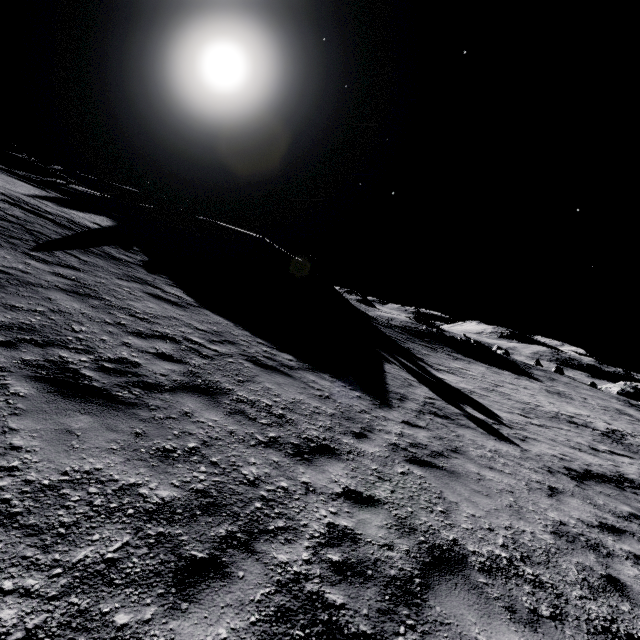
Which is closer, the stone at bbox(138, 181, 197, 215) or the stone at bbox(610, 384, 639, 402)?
the stone at bbox(138, 181, 197, 215)

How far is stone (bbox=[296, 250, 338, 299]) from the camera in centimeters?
3272cm

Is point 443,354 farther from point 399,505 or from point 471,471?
point 399,505

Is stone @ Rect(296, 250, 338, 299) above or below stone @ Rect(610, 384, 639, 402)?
above

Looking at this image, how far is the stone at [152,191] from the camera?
34.3m

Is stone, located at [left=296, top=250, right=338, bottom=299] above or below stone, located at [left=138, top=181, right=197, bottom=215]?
below

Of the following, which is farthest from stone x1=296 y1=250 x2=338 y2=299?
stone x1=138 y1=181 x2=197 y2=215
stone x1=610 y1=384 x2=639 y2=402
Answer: stone x1=610 y1=384 x2=639 y2=402

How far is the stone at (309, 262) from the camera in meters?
32.7
